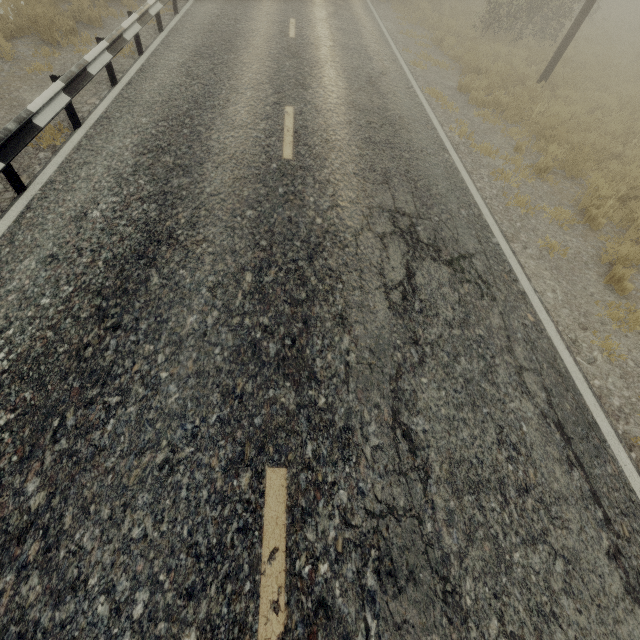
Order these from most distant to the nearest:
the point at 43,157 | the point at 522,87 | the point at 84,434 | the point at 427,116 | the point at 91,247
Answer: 1. the point at 522,87
2. the point at 427,116
3. the point at 43,157
4. the point at 91,247
5. the point at 84,434
